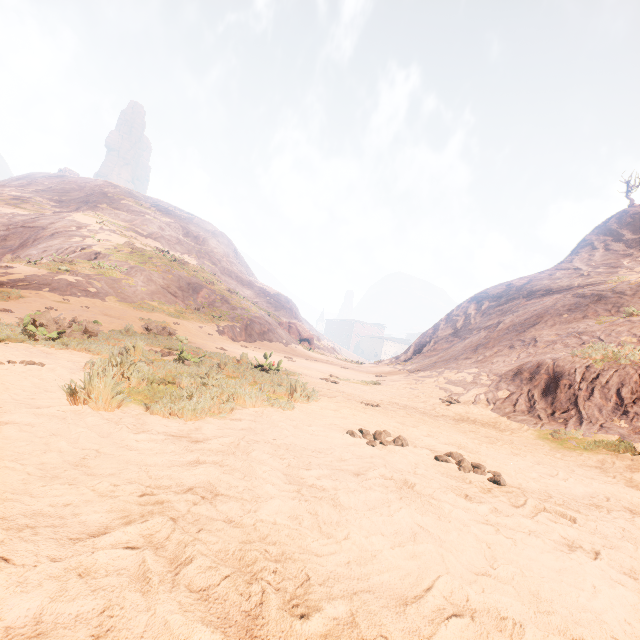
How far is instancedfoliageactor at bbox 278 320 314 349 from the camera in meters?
35.7

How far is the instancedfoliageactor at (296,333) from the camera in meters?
35.7 m

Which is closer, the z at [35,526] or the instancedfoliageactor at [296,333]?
the z at [35,526]

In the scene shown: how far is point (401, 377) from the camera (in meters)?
16.17

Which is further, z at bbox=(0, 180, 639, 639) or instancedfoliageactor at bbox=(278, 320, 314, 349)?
instancedfoliageactor at bbox=(278, 320, 314, 349)
